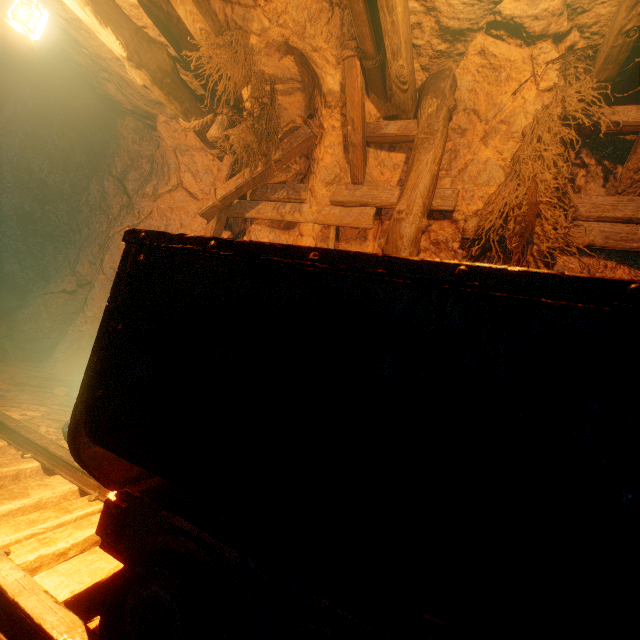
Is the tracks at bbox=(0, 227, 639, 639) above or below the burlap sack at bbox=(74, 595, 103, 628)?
above

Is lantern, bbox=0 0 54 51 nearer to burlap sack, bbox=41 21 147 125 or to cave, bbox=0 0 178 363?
burlap sack, bbox=41 21 147 125

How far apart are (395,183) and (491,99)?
1.2 meters

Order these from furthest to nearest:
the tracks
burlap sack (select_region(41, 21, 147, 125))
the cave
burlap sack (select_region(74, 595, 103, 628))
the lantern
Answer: the cave → burlap sack (select_region(41, 21, 147, 125)) → the lantern → burlap sack (select_region(74, 595, 103, 628)) → the tracks

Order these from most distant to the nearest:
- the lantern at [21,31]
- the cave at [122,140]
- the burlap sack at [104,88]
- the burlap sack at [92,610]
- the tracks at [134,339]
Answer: the cave at [122,140] → the burlap sack at [104,88] → the lantern at [21,31] → the burlap sack at [92,610] → the tracks at [134,339]

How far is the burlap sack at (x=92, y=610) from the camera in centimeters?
138cm

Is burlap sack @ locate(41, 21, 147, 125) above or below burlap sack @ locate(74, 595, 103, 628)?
above

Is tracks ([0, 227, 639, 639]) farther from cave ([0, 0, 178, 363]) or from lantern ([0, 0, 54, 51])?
lantern ([0, 0, 54, 51])
